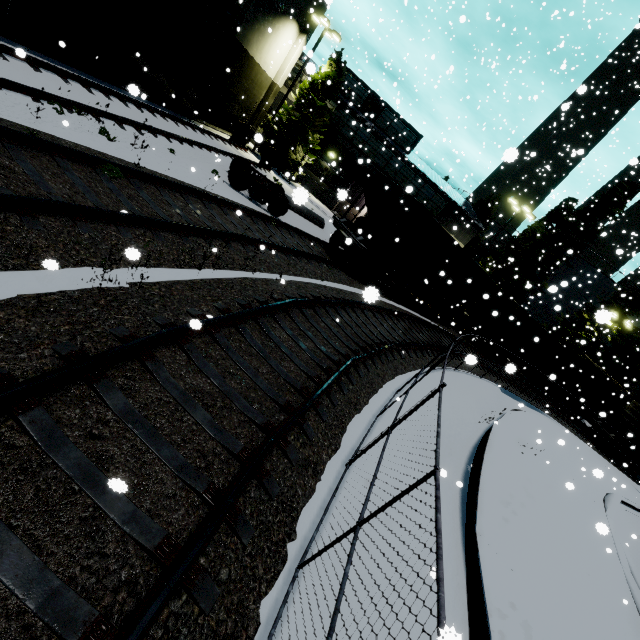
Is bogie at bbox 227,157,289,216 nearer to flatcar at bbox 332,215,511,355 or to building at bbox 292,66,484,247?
flatcar at bbox 332,215,511,355

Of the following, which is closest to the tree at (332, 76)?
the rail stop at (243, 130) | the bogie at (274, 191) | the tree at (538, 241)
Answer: the rail stop at (243, 130)

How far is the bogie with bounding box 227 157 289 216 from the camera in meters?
13.6 m

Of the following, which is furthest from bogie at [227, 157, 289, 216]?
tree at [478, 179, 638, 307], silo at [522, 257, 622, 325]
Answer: tree at [478, 179, 638, 307]

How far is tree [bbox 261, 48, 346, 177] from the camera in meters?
24.1

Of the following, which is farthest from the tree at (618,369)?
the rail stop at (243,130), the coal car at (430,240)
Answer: the rail stop at (243,130)

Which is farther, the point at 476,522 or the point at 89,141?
the point at 89,141

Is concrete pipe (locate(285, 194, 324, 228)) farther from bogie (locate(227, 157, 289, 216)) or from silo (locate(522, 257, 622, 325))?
silo (locate(522, 257, 622, 325))
